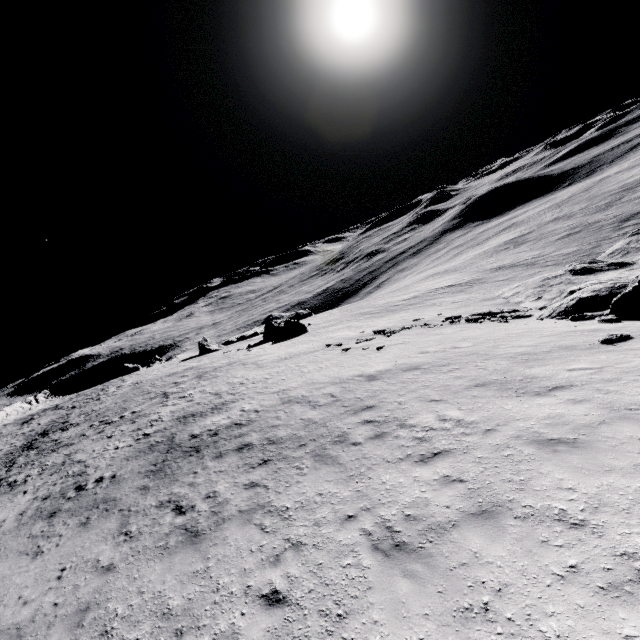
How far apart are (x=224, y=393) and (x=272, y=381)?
3.54m

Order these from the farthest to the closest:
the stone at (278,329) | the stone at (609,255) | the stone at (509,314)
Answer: the stone at (278,329) < the stone at (509,314) < the stone at (609,255)

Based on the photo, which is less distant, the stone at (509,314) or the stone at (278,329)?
the stone at (509,314)

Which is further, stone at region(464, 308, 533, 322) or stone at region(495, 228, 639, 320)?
stone at region(464, 308, 533, 322)

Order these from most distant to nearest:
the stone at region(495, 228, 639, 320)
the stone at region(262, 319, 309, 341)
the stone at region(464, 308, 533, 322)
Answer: the stone at region(262, 319, 309, 341) → the stone at region(464, 308, 533, 322) → the stone at region(495, 228, 639, 320)

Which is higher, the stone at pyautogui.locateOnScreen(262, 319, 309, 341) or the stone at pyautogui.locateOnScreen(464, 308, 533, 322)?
the stone at pyautogui.locateOnScreen(262, 319, 309, 341)

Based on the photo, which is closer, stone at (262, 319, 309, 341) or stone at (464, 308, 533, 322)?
stone at (464, 308, 533, 322)
